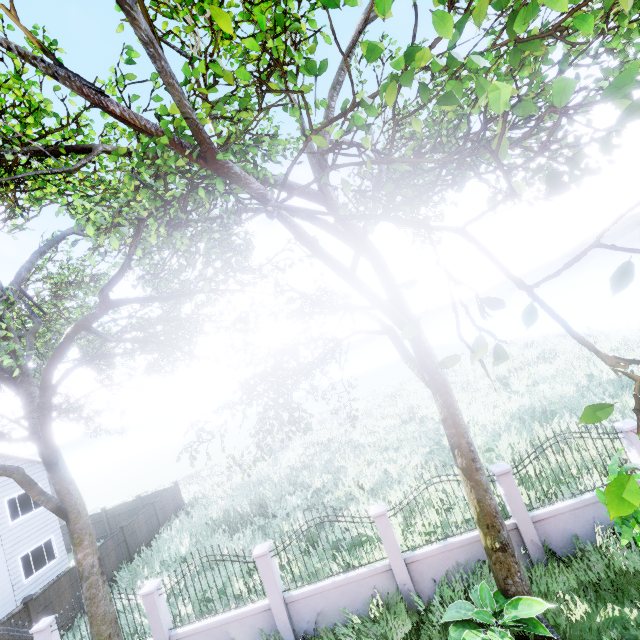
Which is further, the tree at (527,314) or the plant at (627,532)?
the plant at (627,532)

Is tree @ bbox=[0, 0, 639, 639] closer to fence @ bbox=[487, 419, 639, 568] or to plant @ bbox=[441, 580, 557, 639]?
plant @ bbox=[441, 580, 557, 639]

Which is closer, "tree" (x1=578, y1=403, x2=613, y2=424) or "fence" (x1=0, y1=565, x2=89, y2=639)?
"tree" (x1=578, y1=403, x2=613, y2=424)

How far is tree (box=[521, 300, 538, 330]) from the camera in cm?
166

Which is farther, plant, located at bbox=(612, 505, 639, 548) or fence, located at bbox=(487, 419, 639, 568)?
fence, located at bbox=(487, 419, 639, 568)

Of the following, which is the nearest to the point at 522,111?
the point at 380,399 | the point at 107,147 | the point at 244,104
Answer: the point at 244,104

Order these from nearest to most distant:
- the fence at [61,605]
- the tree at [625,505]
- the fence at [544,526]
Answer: the tree at [625,505]
the fence at [544,526]
the fence at [61,605]

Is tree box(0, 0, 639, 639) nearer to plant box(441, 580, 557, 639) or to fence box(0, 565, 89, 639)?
fence box(0, 565, 89, 639)
